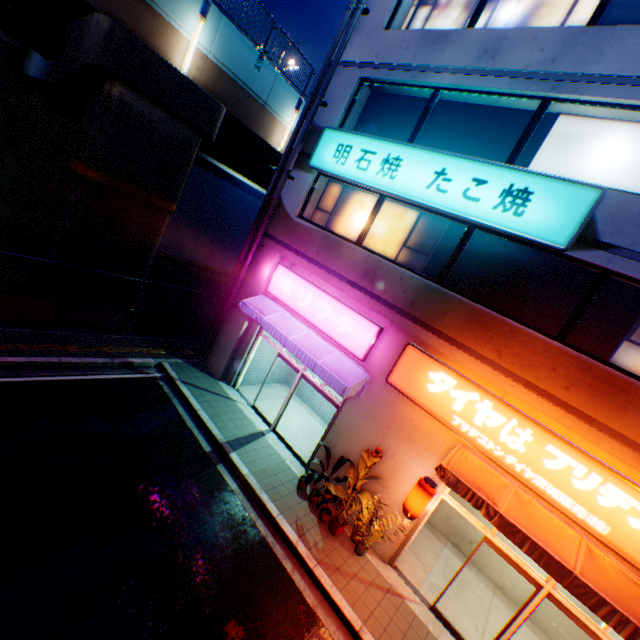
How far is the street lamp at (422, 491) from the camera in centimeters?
702cm

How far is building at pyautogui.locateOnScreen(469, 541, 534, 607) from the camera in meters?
8.9

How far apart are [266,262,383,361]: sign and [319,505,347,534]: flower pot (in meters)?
3.98

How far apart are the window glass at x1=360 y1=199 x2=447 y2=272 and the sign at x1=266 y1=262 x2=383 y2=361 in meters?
1.6

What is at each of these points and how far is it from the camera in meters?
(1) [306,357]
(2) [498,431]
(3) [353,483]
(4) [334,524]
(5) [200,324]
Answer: (1) awning, 9.2 m
(2) sign, 6.9 m
(3) plants, 8.2 m
(4) flower pot, 8.2 m
(5) concrete block, 14.6 m

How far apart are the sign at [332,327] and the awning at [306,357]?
0.1m

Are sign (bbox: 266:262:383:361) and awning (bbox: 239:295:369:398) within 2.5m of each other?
yes

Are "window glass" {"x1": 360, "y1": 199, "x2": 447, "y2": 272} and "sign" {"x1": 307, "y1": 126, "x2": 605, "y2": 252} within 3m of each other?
yes
